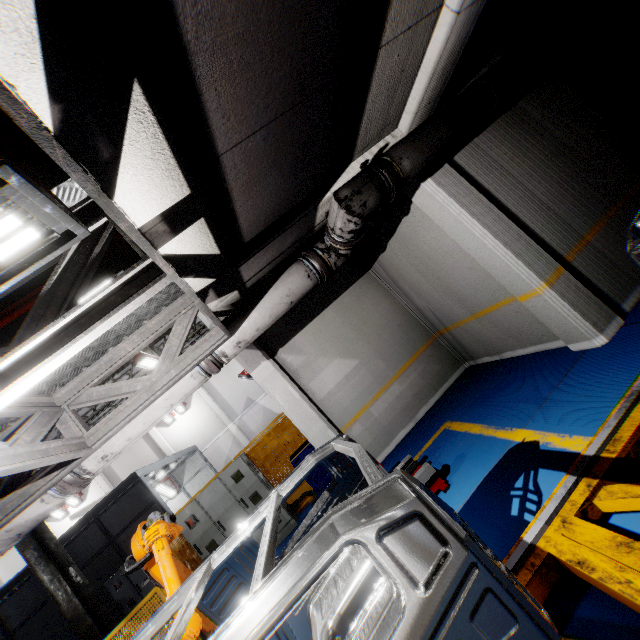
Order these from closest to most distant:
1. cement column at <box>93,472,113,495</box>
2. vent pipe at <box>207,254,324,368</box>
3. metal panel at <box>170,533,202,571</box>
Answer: vent pipe at <box>207,254,324,368</box> < metal panel at <box>170,533,202,571</box> < cement column at <box>93,472,113,495</box>

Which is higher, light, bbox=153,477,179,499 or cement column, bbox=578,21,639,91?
light, bbox=153,477,179,499

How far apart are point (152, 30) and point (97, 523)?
15.7 meters

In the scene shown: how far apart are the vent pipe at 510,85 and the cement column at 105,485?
26.5m

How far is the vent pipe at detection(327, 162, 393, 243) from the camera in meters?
3.6 m

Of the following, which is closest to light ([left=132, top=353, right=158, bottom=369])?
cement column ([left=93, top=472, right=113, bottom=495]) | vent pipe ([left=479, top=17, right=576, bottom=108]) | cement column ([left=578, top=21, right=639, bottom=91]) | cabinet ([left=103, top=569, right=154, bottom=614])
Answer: cabinet ([left=103, top=569, right=154, bottom=614])

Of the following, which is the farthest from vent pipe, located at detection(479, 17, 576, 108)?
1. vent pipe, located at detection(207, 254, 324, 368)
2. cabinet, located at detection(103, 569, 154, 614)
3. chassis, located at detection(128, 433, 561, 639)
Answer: cabinet, located at detection(103, 569, 154, 614)

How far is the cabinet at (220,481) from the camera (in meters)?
7.59
